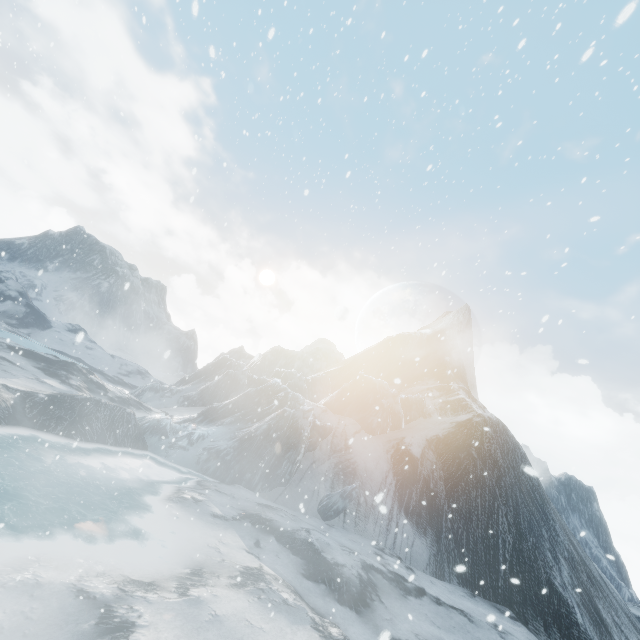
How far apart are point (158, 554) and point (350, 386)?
20.5m
